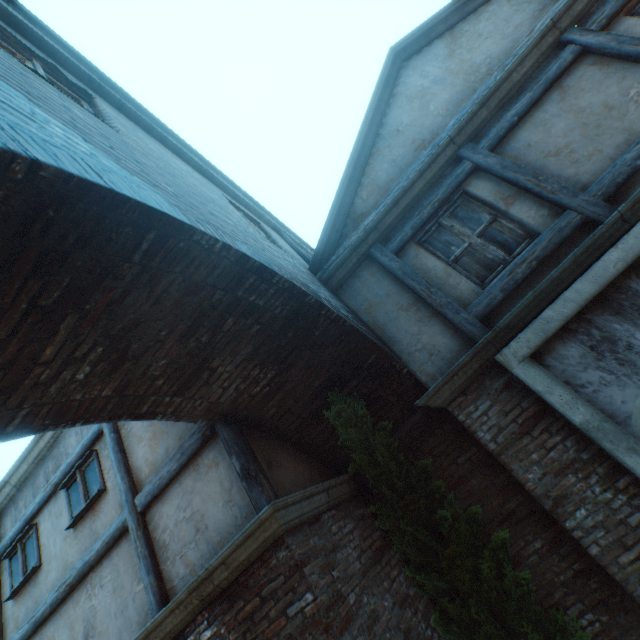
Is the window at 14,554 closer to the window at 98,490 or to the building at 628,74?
the building at 628,74

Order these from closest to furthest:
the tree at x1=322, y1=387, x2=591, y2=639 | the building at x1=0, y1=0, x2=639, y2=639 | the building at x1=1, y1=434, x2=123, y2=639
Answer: the building at x1=0, y1=0, x2=639, y2=639
the tree at x1=322, y1=387, x2=591, y2=639
the building at x1=1, y1=434, x2=123, y2=639

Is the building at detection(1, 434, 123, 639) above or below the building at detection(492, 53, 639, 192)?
above

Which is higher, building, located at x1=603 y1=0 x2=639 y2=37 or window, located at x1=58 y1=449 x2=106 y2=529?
window, located at x1=58 y1=449 x2=106 y2=529

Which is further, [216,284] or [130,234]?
[216,284]

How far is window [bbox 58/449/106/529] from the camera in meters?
5.0 m

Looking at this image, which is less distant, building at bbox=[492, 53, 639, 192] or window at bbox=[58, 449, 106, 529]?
building at bbox=[492, 53, 639, 192]

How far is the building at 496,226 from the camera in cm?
436
